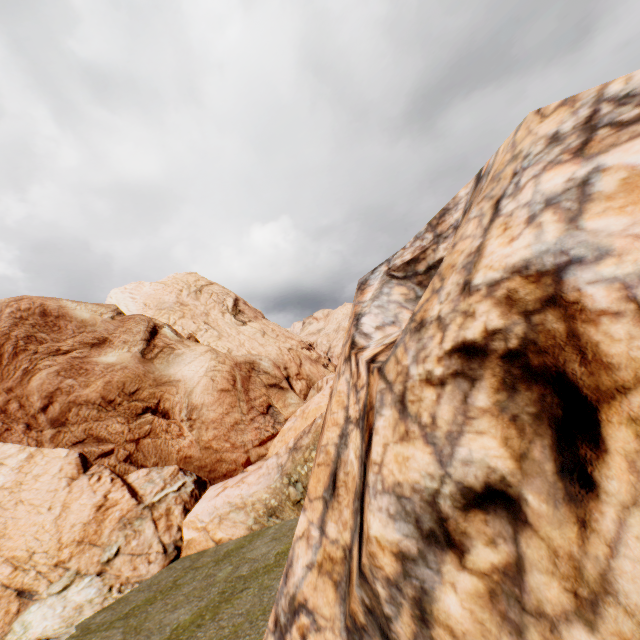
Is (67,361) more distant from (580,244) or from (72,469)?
(580,244)
